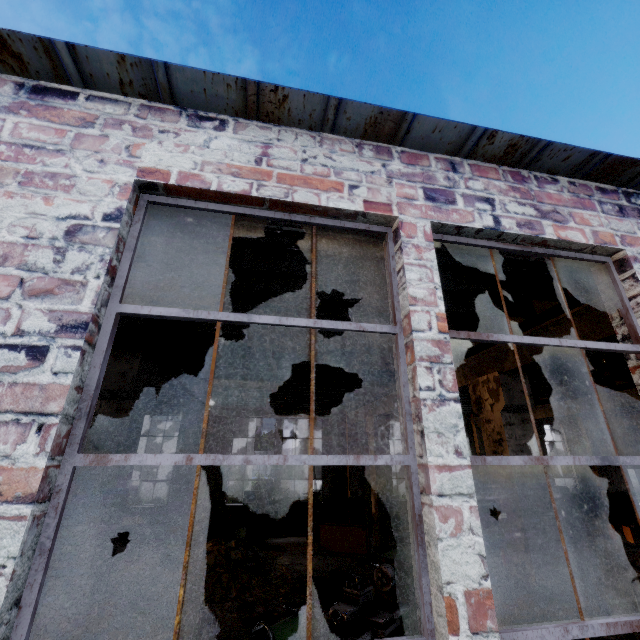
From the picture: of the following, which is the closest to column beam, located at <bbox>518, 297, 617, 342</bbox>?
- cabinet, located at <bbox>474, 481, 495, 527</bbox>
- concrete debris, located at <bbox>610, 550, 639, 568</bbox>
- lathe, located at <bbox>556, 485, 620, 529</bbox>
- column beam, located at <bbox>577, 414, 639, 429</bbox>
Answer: cabinet, located at <bbox>474, 481, 495, 527</bbox>

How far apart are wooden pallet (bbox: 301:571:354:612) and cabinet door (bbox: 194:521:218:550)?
3.3 meters

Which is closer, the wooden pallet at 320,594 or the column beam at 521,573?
the column beam at 521,573

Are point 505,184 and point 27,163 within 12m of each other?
yes

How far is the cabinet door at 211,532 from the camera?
8.6 meters

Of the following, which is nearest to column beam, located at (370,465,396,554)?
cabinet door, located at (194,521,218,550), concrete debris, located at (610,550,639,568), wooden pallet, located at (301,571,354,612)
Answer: wooden pallet, located at (301,571,354,612)

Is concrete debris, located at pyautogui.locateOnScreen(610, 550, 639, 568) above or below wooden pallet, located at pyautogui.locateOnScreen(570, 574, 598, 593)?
below

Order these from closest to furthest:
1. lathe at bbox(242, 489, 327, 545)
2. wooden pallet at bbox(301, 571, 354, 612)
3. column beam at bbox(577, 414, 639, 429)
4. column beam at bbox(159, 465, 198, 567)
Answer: wooden pallet at bbox(301, 571, 354, 612) < column beam at bbox(159, 465, 198, 567) < lathe at bbox(242, 489, 327, 545) < column beam at bbox(577, 414, 639, 429)
